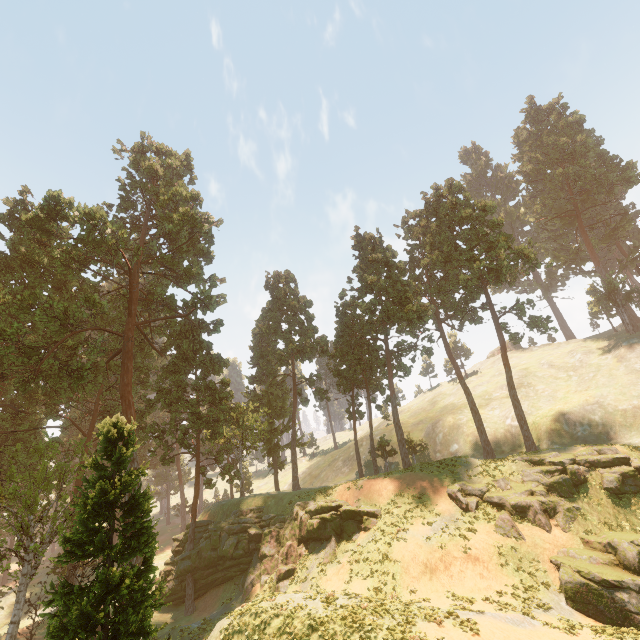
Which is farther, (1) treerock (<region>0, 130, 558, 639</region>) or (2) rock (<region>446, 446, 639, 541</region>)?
(2) rock (<region>446, 446, 639, 541</region>)

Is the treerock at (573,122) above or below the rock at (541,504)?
above

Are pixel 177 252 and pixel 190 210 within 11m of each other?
yes

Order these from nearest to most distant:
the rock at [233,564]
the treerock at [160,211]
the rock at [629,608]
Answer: the treerock at [160,211] < the rock at [629,608] < the rock at [233,564]

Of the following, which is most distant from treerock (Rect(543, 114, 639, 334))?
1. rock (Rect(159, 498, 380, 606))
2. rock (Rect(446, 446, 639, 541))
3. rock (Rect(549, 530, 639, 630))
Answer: rock (Rect(549, 530, 639, 630))

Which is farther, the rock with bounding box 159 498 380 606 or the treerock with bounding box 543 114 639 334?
the treerock with bounding box 543 114 639 334

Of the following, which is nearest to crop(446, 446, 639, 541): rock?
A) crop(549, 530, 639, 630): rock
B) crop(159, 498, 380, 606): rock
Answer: crop(549, 530, 639, 630): rock

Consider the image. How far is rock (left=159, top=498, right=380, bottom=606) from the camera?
26.6m
